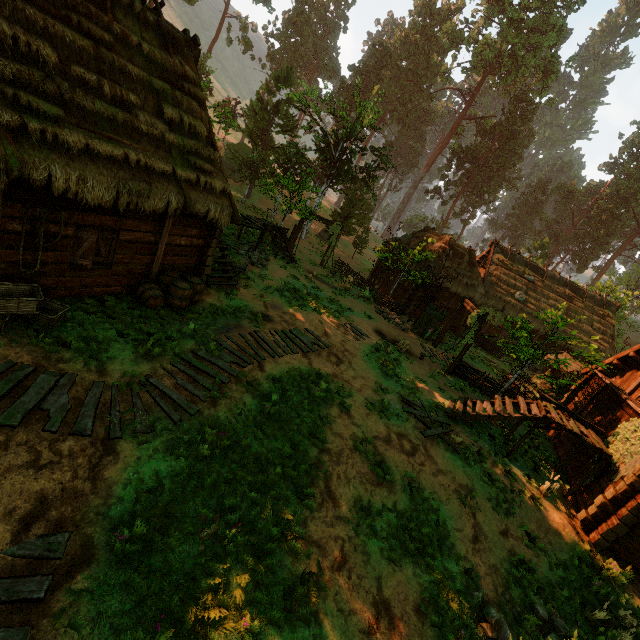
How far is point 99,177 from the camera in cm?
748

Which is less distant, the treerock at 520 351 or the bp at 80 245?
the bp at 80 245

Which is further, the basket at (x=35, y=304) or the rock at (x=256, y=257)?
the rock at (x=256, y=257)

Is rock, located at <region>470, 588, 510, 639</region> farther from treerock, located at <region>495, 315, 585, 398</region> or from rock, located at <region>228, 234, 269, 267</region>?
rock, located at <region>228, 234, 269, 267</region>

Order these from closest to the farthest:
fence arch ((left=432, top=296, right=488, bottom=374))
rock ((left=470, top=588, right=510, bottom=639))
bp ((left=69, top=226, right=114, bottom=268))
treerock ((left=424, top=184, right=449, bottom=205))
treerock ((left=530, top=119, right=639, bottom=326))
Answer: rock ((left=470, top=588, right=510, bottom=639)) → bp ((left=69, top=226, right=114, bottom=268)) → fence arch ((left=432, top=296, right=488, bottom=374)) → treerock ((left=530, top=119, right=639, bottom=326)) → treerock ((left=424, top=184, right=449, bottom=205))

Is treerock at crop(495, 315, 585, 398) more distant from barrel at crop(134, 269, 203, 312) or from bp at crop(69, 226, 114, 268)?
barrel at crop(134, 269, 203, 312)

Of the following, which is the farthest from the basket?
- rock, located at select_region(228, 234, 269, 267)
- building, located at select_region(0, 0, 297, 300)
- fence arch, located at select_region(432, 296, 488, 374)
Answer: fence arch, located at select_region(432, 296, 488, 374)

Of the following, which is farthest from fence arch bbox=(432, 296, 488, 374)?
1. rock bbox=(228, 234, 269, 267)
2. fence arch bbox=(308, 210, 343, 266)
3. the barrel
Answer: the barrel
